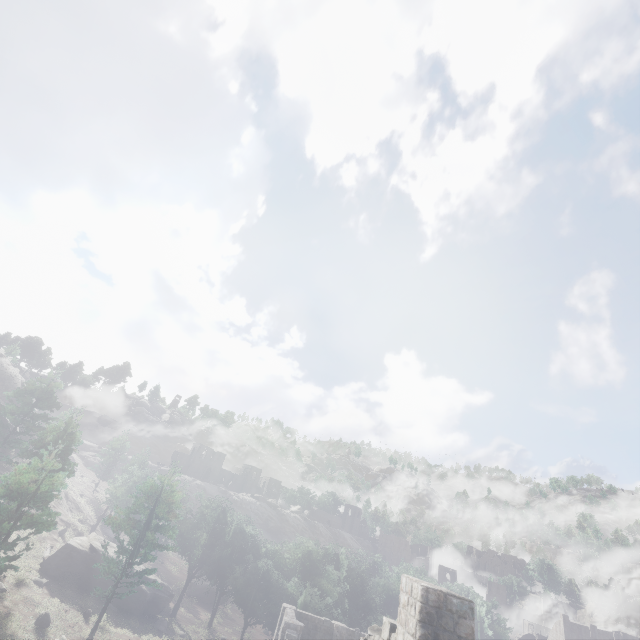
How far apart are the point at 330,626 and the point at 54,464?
27.4m
